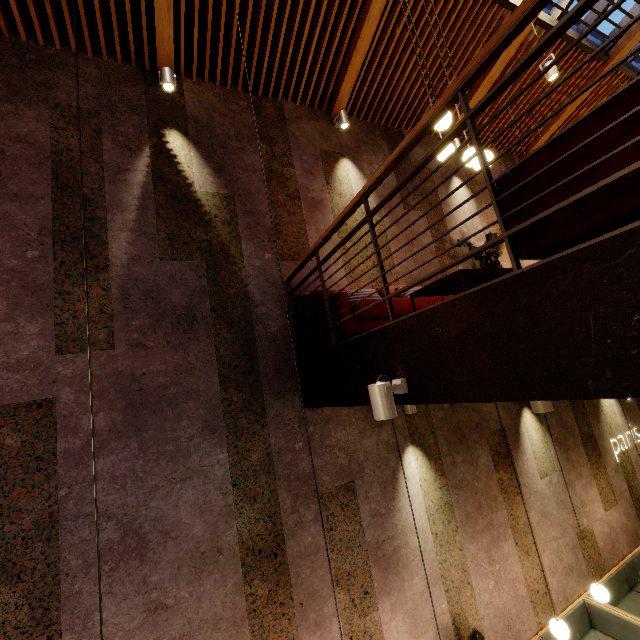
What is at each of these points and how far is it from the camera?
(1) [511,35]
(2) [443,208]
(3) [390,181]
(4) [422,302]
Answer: (1) railing, 1.51m
(2) building, 6.21m
(3) building, 5.79m
(4) couch, 3.83m

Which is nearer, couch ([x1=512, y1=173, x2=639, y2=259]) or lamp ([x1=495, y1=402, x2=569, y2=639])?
couch ([x1=512, y1=173, x2=639, y2=259])

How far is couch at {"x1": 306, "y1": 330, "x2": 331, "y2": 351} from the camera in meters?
3.7

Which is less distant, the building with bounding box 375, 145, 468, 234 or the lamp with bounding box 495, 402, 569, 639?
the lamp with bounding box 495, 402, 569, 639

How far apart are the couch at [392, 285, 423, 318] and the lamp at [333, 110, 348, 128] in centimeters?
289cm

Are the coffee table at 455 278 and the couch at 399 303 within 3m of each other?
yes

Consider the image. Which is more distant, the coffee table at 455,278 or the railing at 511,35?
the coffee table at 455,278

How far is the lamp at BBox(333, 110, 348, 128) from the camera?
5.3m
